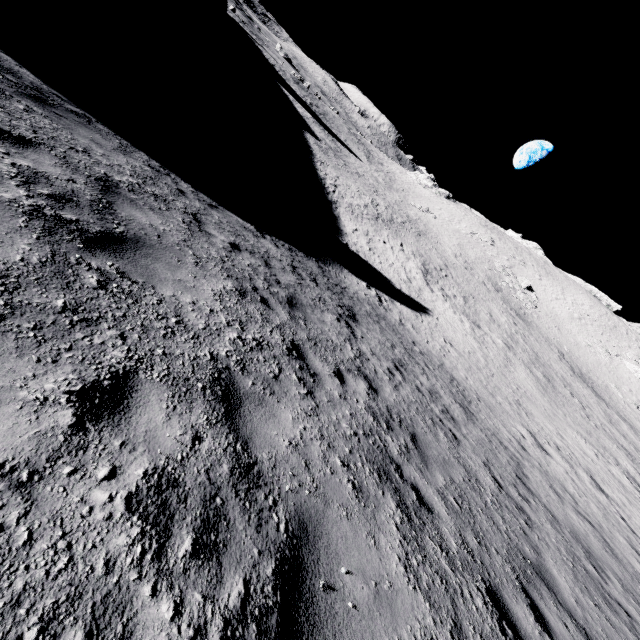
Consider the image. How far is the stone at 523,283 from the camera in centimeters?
4909cm

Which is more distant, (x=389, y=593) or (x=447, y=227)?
(x=447, y=227)

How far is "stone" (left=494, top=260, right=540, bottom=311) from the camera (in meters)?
49.09
